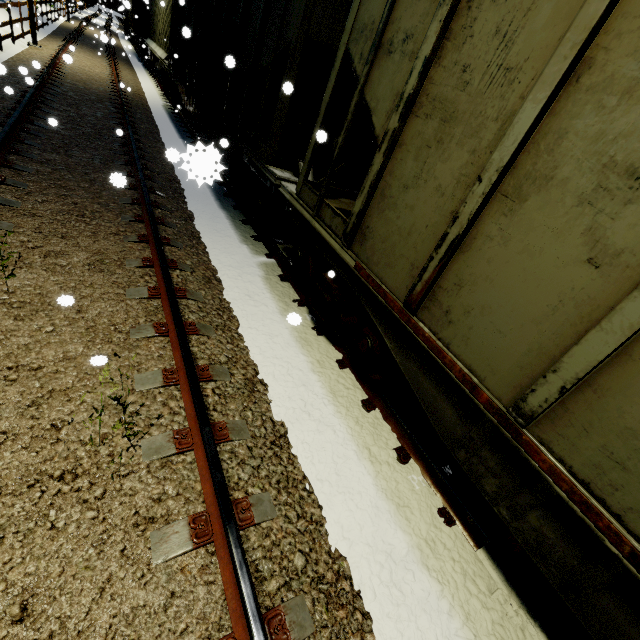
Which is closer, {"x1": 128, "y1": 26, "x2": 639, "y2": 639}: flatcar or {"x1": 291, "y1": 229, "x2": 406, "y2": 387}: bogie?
{"x1": 128, "y1": 26, "x2": 639, "y2": 639}: flatcar

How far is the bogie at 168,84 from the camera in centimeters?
1215cm

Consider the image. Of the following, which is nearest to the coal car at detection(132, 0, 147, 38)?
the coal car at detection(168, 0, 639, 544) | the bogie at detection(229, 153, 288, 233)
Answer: the coal car at detection(168, 0, 639, 544)

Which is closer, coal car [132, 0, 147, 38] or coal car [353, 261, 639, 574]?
coal car [353, 261, 639, 574]

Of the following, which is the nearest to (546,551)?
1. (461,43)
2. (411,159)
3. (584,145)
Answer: (584,145)

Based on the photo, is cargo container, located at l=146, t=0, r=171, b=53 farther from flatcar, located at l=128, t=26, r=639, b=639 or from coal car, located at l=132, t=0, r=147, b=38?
flatcar, located at l=128, t=26, r=639, b=639

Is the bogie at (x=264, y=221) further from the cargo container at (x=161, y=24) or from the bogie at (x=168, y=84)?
the cargo container at (x=161, y=24)

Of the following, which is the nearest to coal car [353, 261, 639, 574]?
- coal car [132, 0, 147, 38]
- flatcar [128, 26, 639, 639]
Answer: flatcar [128, 26, 639, 639]
